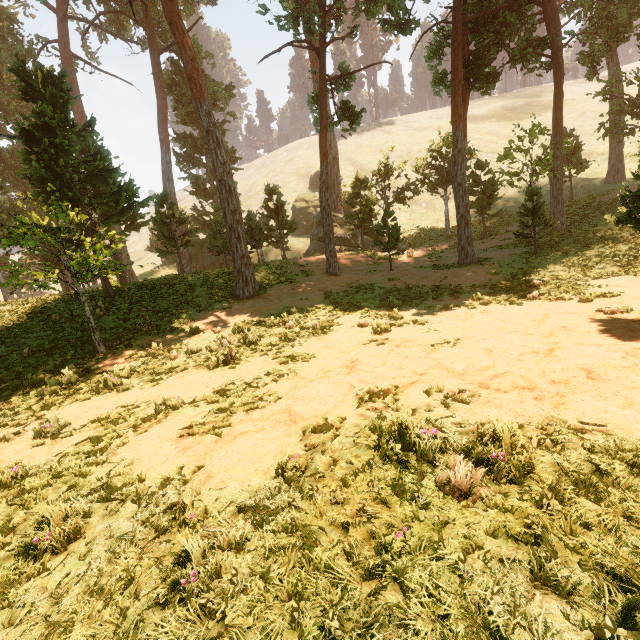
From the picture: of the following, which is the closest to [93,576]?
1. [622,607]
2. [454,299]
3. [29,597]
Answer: [29,597]
